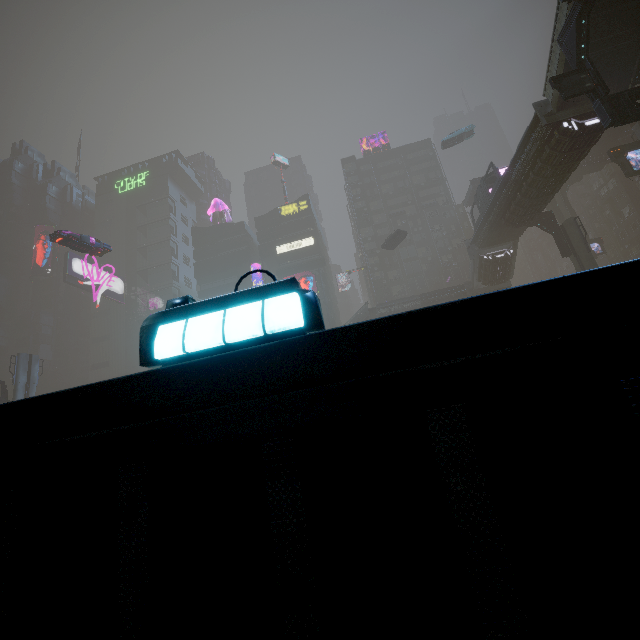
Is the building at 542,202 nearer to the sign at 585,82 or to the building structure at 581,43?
the building structure at 581,43

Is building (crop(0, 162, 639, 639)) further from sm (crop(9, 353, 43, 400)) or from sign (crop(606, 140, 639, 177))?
sign (crop(606, 140, 639, 177))

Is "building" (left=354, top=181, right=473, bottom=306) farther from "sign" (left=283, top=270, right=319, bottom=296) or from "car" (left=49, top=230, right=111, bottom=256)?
"sign" (left=283, top=270, right=319, bottom=296)

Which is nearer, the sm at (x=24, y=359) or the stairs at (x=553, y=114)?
the stairs at (x=553, y=114)

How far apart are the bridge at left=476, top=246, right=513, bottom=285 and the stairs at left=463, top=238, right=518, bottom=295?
0.0m

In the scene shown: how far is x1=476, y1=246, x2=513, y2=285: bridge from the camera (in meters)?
37.72

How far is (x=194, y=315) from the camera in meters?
2.3 m

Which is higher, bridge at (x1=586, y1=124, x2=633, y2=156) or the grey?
bridge at (x1=586, y1=124, x2=633, y2=156)
